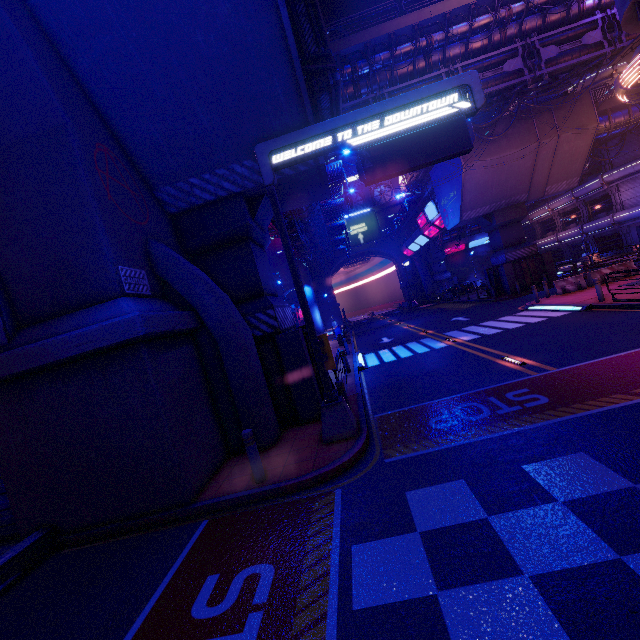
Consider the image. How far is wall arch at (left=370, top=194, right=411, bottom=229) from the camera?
56.09m

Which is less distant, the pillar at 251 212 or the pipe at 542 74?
the pillar at 251 212

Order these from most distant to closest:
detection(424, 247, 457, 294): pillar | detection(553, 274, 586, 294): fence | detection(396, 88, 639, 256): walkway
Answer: detection(424, 247, 457, 294): pillar < detection(396, 88, 639, 256): walkway < detection(553, 274, 586, 294): fence

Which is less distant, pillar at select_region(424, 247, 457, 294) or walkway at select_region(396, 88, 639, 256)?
walkway at select_region(396, 88, 639, 256)

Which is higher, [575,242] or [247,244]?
[247,244]

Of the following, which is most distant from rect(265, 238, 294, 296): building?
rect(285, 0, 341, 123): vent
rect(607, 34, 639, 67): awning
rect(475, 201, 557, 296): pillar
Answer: rect(285, 0, 341, 123): vent

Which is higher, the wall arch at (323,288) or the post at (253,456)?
the wall arch at (323,288)

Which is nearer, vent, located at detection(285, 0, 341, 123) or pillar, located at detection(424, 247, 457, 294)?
vent, located at detection(285, 0, 341, 123)
